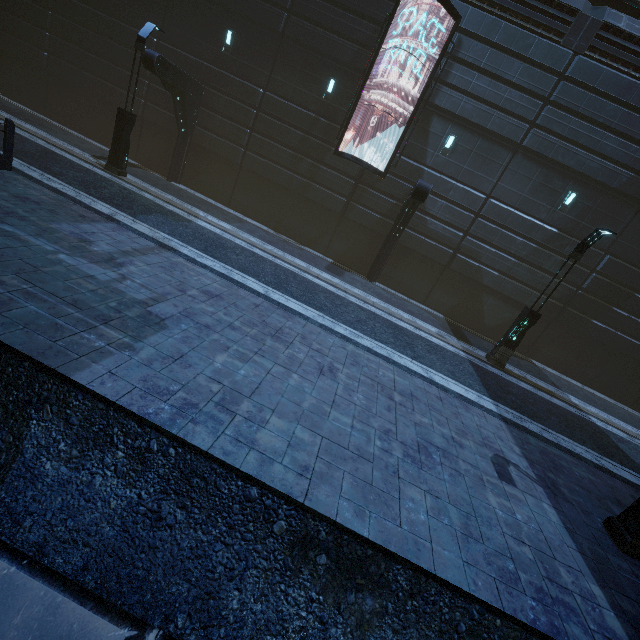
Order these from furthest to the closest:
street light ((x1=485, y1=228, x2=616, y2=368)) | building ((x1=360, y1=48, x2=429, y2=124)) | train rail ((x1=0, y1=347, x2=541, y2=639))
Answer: building ((x1=360, y1=48, x2=429, y2=124)) → street light ((x1=485, y1=228, x2=616, y2=368)) → train rail ((x1=0, y1=347, x2=541, y2=639))

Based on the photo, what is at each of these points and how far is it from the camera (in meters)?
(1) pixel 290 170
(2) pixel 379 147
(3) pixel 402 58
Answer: (1) building, 16.64
(2) building, 15.34
(3) building, 14.13

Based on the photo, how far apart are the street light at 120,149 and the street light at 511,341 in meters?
16.8 m

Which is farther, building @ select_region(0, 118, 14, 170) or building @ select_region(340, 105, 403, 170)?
building @ select_region(340, 105, 403, 170)

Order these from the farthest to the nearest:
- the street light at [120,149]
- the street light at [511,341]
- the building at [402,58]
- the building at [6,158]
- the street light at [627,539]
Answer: the building at [402,58], the street light at [120,149], the street light at [511,341], the building at [6,158], the street light at [627,539]

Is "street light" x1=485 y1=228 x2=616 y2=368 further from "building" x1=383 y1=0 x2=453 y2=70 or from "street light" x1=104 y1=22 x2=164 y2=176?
"street light" x1=104 y1=22 x2=164 y2=176

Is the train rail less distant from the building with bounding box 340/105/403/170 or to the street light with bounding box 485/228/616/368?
the building with bounding box 340/105/403/170

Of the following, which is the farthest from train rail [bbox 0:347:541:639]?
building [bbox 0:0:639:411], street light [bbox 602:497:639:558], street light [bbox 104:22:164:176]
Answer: street light [bbox 104:22:164:176]
